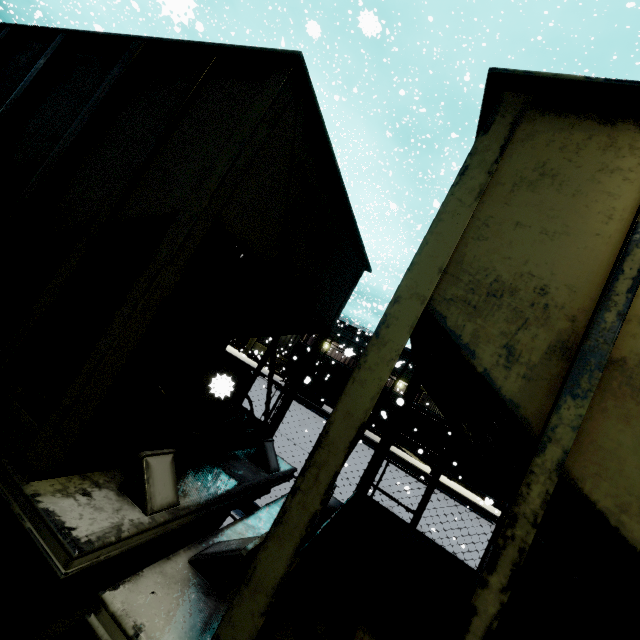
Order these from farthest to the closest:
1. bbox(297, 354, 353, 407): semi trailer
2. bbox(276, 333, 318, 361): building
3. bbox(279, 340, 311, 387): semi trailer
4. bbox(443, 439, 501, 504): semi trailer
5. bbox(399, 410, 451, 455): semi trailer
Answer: bbox(276, 333, 318, 361): building
bbox(279, 340, 311, 387): semi trailer
bbox(297, 354, 353, 407): semi trailer
bbox(399, 410, 451, 455): semi trailer
bbox(443, 439, 501, 504): semi trailer

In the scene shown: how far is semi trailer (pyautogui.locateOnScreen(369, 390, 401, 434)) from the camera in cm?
2033

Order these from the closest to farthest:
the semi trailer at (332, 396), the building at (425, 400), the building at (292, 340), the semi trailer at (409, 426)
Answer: the semi trailer at (409, 426)
the semi trailer at (332, 396)
the building at (425, 400)
the building at (292, 340)

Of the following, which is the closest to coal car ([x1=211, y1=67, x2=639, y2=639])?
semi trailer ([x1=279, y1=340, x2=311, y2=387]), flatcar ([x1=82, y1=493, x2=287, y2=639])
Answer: flatcar ([x1=82, y1=493, x2=287, y2=639])

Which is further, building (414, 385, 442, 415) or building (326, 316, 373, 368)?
building (326, 316, 373, 368)

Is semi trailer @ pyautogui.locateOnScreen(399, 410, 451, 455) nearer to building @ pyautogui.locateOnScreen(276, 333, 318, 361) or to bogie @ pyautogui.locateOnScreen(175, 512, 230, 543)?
building @ pyautogui.locateOnScreen(276, 333, 318, 361)

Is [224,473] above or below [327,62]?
below

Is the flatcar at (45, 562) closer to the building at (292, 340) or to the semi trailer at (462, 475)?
the semi trailer at (462, 475)
